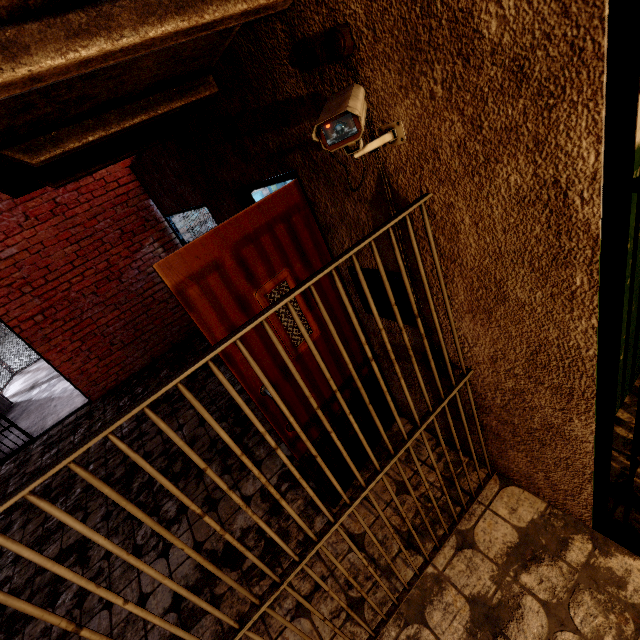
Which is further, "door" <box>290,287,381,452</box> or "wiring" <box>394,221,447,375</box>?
"door" <box>290,287,381,452</box>

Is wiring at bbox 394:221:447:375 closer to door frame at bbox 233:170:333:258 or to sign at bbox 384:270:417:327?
sign at bbox 384:270:417:327

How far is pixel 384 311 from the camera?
2.0m

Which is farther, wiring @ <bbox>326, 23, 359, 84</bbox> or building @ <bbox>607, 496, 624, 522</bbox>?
building @ <bbox>607, 496, 624, 522</bbox>

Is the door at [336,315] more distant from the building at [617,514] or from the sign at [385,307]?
the building at [617,514]

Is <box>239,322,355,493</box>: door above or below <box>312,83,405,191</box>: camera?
below

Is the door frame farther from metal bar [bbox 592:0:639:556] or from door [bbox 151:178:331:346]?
metal bar [bbox 592:0:639:556]

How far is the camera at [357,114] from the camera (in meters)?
0.97
